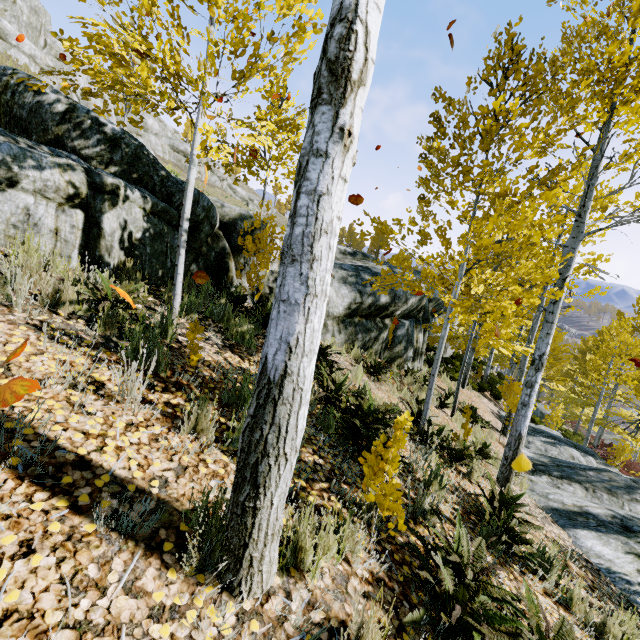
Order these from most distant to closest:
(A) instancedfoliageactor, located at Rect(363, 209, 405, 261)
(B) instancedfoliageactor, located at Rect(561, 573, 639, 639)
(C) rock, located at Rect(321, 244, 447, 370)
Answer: (C) rock, located at Rect(321, 244, 447, 370), (A) instancedfoliageactor, located at Rect(363, 209, 405, 261), (B) instancedfoliageactor, located at Rect(561, 573, 639, 639)

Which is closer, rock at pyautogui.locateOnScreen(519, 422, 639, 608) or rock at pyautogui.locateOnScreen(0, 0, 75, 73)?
rock at pyautogui.locateOnScreen(519, 422, 639, 608)

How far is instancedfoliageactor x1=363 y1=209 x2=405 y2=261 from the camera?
5.1m

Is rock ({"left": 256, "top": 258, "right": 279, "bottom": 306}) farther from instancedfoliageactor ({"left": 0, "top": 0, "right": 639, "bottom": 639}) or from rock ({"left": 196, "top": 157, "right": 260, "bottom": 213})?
rock ({"left": 196, "top": 157, "right": 260, "bottom": 213})

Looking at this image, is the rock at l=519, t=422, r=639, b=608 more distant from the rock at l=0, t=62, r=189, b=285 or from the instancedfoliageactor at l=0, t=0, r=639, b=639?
the rock at l=0, t=62, r=189, b=285

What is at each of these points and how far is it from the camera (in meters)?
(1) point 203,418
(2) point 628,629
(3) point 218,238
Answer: (1) instancedfoliageactor, 2.60
(2) instancedfoliageactor, 3.07
(3) rock, 6.69

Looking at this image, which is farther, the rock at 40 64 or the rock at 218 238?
the rock at 40 64

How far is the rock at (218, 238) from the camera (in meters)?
5.86
